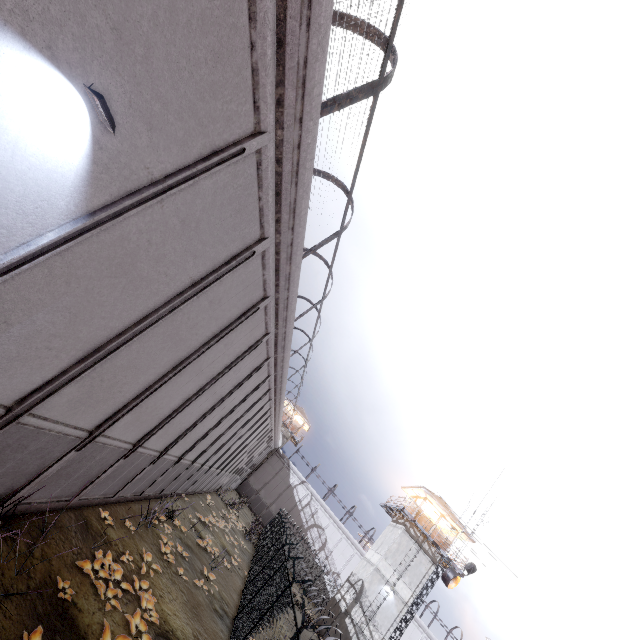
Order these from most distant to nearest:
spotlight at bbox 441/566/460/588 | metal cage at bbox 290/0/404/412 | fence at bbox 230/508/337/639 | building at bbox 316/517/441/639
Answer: building at bbox 316/517/441/639, spotlight at bbox 441/566/460/588, fence at bbox 230/508/337/639, metal cage at bbox 290/0/404/412

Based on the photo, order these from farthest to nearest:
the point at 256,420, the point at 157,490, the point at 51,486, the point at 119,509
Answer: the point at 256,420, the point at 157,490, the point at 119,509, the point at 51,486

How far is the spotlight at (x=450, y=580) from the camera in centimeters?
1819cm

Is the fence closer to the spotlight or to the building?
the spotlight

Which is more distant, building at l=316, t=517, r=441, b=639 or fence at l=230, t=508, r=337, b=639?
building at l=316, t=517, r=441, b=639

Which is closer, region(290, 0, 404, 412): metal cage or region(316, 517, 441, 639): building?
region(290, 0, 404, 412): metal cage

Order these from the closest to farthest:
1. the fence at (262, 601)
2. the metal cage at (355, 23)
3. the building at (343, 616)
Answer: the metal cage at (355, 23), the fence at (262, 601), the building at (343, 616)

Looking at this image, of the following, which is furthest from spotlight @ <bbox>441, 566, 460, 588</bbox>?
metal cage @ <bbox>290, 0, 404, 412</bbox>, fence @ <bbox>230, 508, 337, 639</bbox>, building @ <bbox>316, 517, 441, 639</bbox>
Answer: metal cage @ <bbox>290, 0, 404, 412</bbox>
